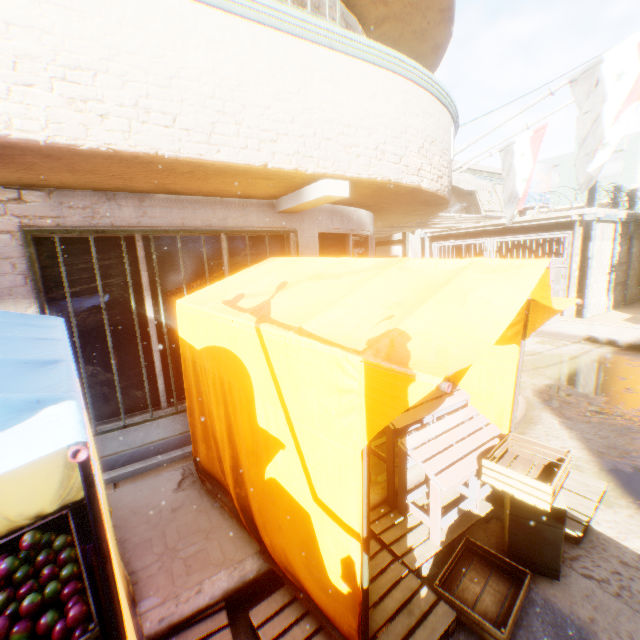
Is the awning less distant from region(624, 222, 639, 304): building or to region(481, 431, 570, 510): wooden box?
region(624, 222, 639, 304): building

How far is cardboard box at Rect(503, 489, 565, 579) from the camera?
2.6m

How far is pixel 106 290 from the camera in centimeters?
382cm

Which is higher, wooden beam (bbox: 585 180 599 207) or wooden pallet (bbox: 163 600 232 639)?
wooden beam (bbox: 585 180 599 207)

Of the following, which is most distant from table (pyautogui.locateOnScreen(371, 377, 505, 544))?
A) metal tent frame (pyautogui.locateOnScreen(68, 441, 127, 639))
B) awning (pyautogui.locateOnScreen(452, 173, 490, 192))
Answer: awning (pyautogui.locateOnScreen(452, 173, 490, 192))

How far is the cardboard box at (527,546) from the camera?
2.6 meters

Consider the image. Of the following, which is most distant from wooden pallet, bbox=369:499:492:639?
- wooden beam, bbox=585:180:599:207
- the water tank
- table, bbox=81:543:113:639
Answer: the water tank

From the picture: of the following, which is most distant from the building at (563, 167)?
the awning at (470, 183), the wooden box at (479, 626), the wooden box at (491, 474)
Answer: the wooden box at (479, 626)
